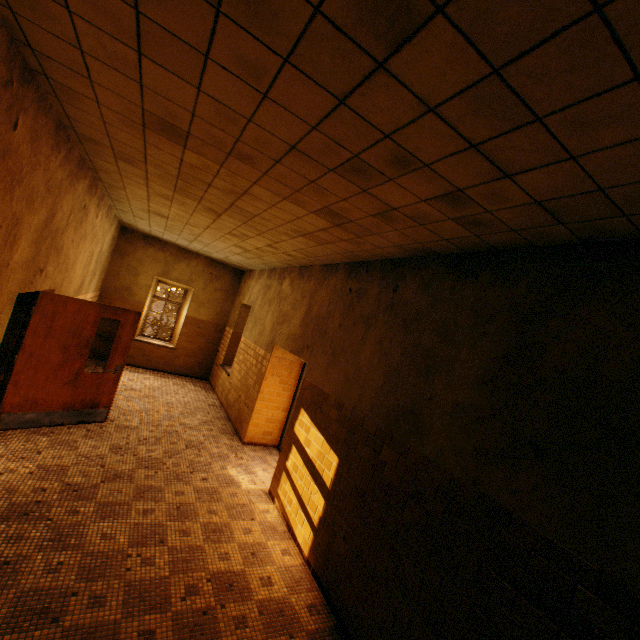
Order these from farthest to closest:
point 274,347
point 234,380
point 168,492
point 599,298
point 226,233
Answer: point 234,380 → point 274,347 → point 226,233 → point 168,492 → point 599,298
